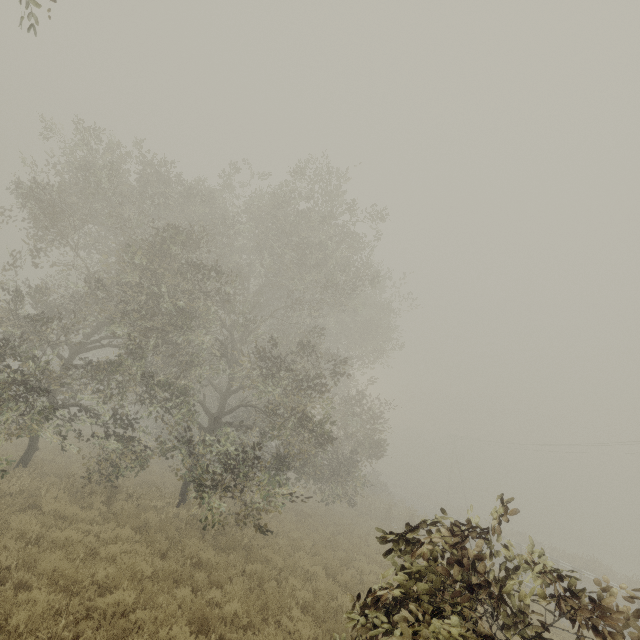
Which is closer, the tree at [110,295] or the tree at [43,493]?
the tree at [110,295]

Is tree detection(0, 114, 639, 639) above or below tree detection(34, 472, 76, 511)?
above

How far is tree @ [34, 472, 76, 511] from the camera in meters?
9.7 m

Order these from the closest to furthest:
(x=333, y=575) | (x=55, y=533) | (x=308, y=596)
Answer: (x=55, y=533) → (x=308, y=596) → (x=333, y=575)

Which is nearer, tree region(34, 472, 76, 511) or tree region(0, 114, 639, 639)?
tree region(0, 114, 639, 639)

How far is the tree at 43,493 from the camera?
9.74m
